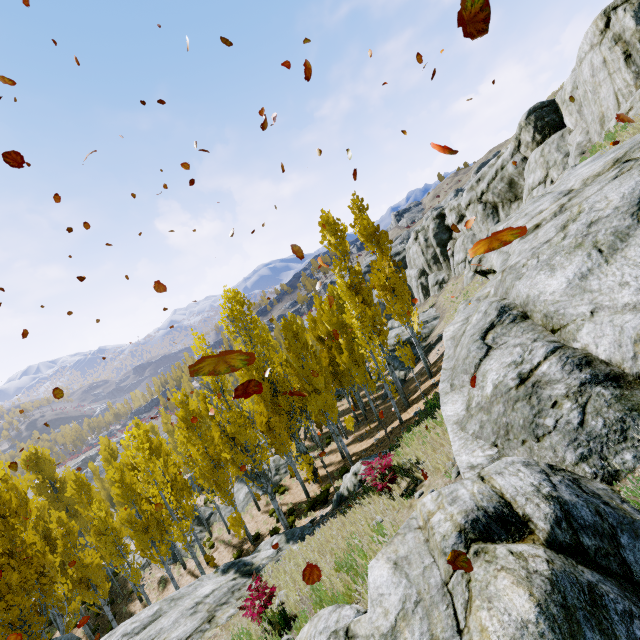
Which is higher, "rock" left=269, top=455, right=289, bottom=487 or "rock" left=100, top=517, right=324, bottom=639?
"rock" left=100, top=517, right=324, bottom=639

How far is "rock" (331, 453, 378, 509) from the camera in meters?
13.3 m

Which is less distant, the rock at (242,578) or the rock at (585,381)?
the rock at (585,381)

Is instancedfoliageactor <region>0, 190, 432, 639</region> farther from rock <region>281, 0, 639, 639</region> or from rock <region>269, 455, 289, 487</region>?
rock <region>281, 0, 639, 639</region>

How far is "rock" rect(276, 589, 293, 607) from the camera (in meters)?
7.64

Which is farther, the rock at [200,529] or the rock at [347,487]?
the rock at [200,529]

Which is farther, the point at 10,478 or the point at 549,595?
the point at 10,478
